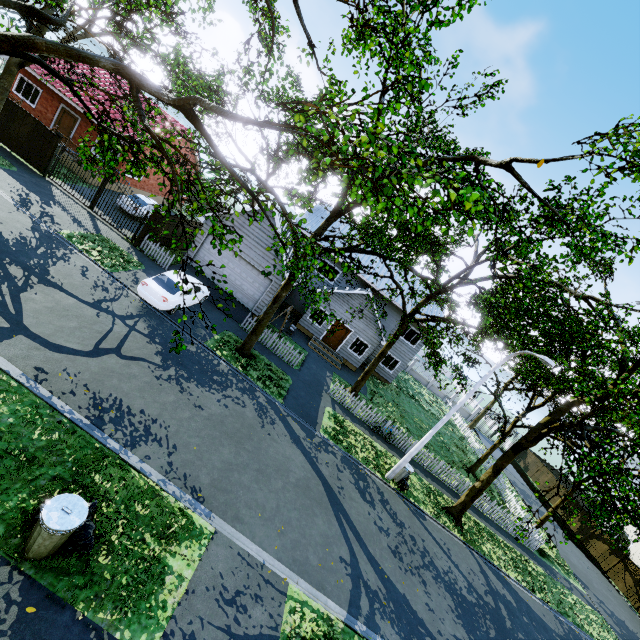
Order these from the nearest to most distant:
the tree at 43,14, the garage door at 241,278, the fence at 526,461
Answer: the tree at 43,14
the garage door at 241,278
the fence at 526,461

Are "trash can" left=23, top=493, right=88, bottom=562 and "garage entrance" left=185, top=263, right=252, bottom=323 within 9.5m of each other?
no

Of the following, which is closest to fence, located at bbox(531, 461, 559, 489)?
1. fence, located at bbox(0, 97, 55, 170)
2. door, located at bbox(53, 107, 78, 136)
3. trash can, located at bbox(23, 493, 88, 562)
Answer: trash can, located at bbox(23, 493, 88, 562)

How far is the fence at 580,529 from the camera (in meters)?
28.73

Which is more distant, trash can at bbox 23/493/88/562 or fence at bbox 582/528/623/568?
fence at bbox 582/528/623/568

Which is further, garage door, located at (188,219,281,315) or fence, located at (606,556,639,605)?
fence, located at (606,556,639,605)

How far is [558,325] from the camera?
13.0 meters

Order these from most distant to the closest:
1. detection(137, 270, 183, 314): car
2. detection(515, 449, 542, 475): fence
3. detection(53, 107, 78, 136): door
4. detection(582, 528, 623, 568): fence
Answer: detection(515, 449, 542, 475): fence
detection(582, 528, 623, 568): fence
detection(53, 107, 78, 136): door
detection(137, 270, 183, 314): car
